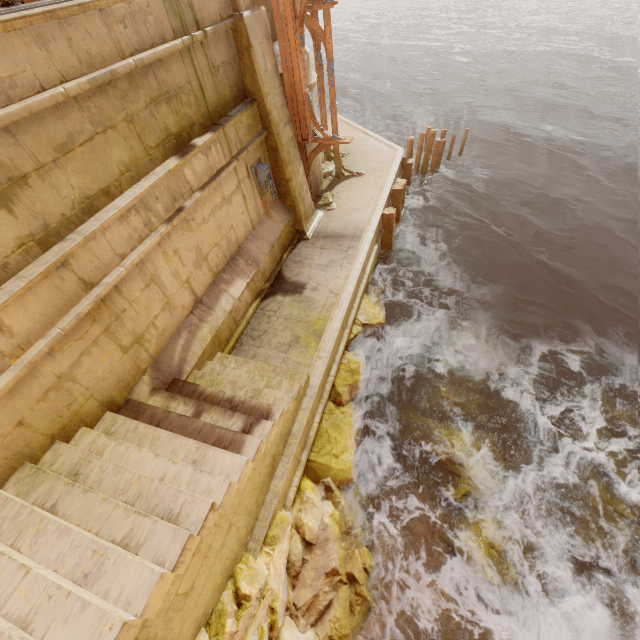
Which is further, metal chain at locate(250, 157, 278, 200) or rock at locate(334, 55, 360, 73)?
rock at locate(334, 55, 360, 73)

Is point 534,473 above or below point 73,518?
below

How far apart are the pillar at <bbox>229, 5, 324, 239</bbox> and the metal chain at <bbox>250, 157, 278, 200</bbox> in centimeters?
37cm

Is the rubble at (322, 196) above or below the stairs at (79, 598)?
below

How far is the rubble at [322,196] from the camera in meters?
11.3 m

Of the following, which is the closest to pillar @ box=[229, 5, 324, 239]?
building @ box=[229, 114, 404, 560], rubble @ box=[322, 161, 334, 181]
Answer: building @ box=[229, 114, 404, 560]

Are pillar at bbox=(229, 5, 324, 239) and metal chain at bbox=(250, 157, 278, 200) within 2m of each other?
yes

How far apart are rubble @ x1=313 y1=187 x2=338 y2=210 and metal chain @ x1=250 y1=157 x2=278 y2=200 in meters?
2.6 m
